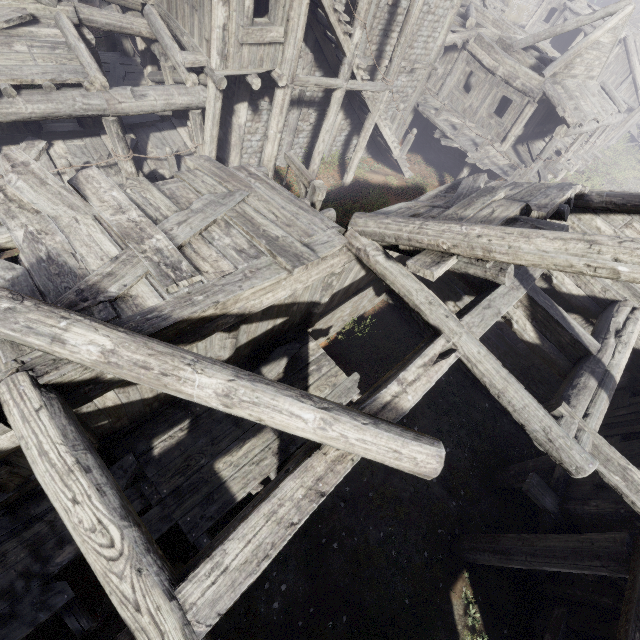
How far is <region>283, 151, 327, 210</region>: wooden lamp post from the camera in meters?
7.4

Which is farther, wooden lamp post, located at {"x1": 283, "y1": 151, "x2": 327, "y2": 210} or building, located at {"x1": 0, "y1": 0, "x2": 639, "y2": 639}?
wooden lamp post, located at {"x1": 283, "y1": 151, "x2": 327, "y2": 210}

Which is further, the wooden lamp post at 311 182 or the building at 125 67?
the wooden lamp post at 311 182

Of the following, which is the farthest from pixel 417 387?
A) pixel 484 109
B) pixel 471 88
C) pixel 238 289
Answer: pixel 471 88

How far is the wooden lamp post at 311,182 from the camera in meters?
7.4
